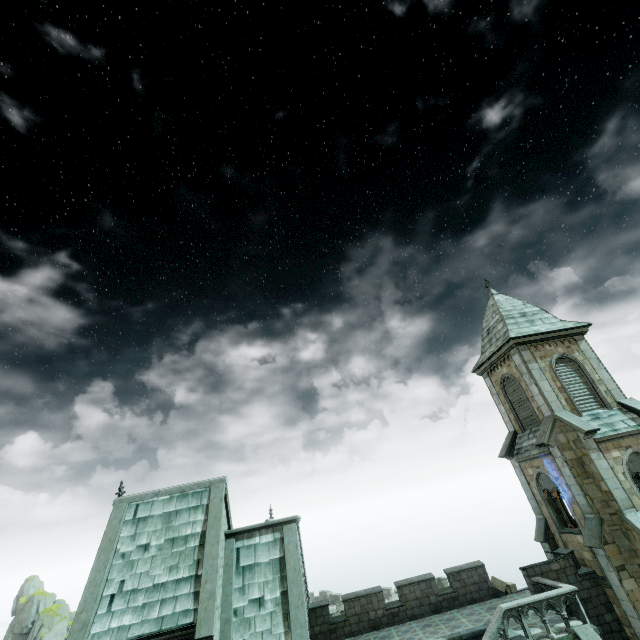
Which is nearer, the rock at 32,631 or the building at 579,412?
the building at 579,412

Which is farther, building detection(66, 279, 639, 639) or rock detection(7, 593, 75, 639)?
rock detection(7, 593, 75, 639)

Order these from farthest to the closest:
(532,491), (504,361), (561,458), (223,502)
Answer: (504,361) < (532,491) < (561,458) < (223,502)
